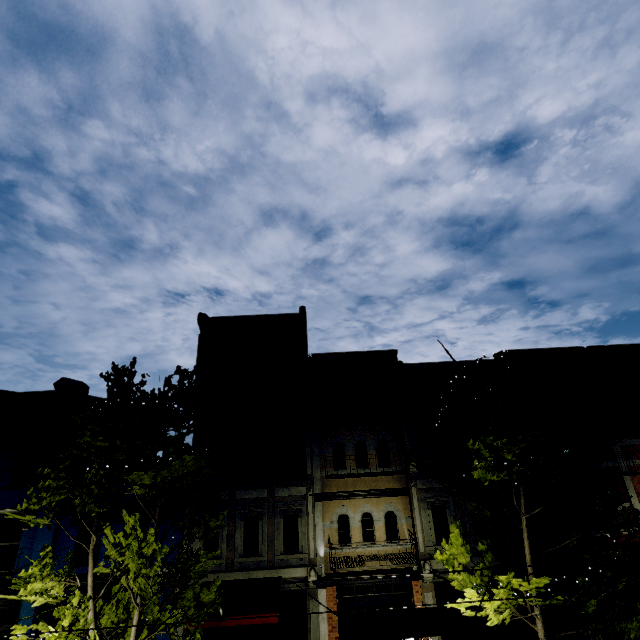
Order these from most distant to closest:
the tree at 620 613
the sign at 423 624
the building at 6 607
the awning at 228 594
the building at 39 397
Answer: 1. the building at 39 397
2. the building at 6 607
3. the awning at 228 594
4. the tree at 620 613
5. the sign at 423 624

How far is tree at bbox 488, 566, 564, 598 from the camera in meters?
7.9

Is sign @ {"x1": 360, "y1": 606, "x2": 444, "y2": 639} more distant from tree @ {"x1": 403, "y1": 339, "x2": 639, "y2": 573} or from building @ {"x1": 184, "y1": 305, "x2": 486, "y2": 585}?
building @ {"x1": 184, "y1": 305, "x2": 486, "y2": 585}

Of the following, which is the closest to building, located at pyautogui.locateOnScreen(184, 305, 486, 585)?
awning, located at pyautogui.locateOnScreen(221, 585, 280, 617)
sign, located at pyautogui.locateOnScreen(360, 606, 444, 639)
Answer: awning, located at pyautogui.locateOnScreen(221, 585, 280, 617)

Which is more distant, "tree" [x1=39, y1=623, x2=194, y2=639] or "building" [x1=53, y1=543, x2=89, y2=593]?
"building" [x1=53, y1=543, x2=89, y2=593]

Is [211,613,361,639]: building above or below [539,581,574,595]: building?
below

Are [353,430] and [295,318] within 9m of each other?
yes

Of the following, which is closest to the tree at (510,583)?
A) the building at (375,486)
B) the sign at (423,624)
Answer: the building at (375,486)
